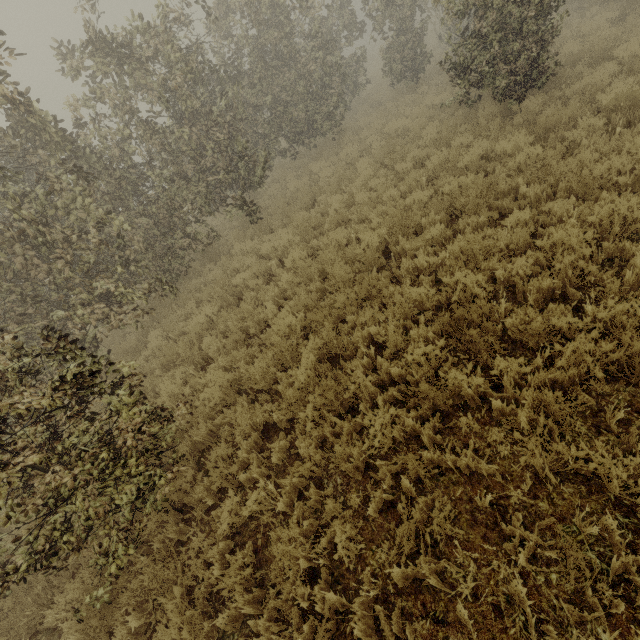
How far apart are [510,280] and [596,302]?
1.1 meters
